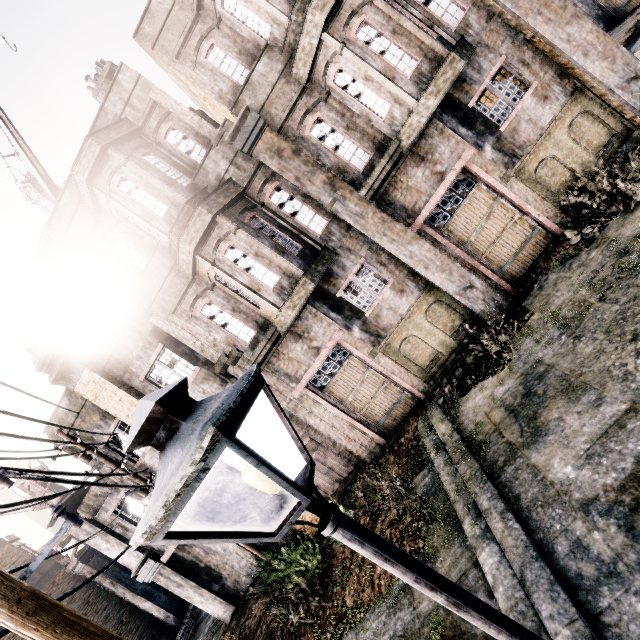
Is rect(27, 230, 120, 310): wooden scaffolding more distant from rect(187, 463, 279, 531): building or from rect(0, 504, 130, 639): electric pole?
rect(0, 504, 130, 639): electric pole

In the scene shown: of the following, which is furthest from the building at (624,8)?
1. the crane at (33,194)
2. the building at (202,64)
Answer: the crane at (33,194)

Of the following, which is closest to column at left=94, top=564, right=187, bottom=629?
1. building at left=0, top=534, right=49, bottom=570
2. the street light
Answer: building at left=0, top=534, right=49, bottom=570

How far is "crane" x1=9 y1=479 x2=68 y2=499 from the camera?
14.3 meters

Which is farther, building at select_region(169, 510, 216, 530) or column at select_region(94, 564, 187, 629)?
column at select_region(94, 564, 187, 629)

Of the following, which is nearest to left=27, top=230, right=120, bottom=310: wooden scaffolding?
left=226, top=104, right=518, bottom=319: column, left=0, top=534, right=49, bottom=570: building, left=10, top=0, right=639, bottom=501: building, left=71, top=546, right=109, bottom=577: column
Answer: left=10, top=0, right=639, bottom=501: building

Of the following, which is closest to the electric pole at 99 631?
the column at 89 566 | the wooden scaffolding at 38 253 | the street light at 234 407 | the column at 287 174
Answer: the street light at 234 407

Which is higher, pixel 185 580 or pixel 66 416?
pixel 66 416
